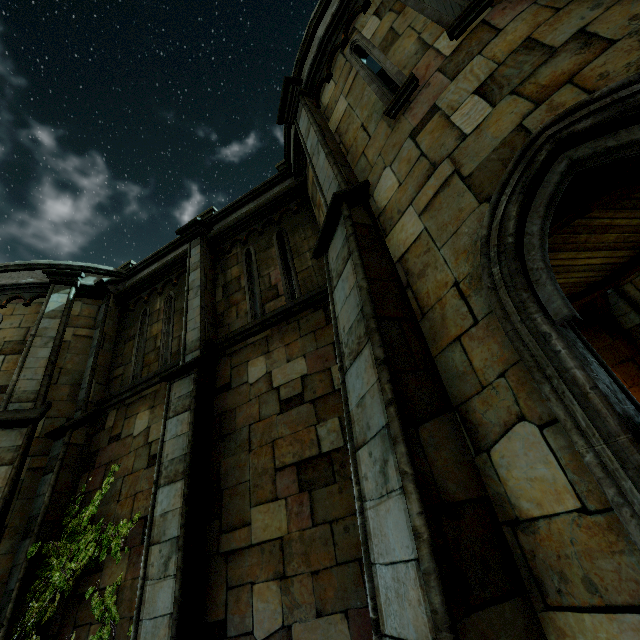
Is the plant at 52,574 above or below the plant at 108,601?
above

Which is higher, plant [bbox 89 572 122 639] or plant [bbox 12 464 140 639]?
plant [bbox 12 464 140 639]

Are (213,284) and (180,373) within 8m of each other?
yes
